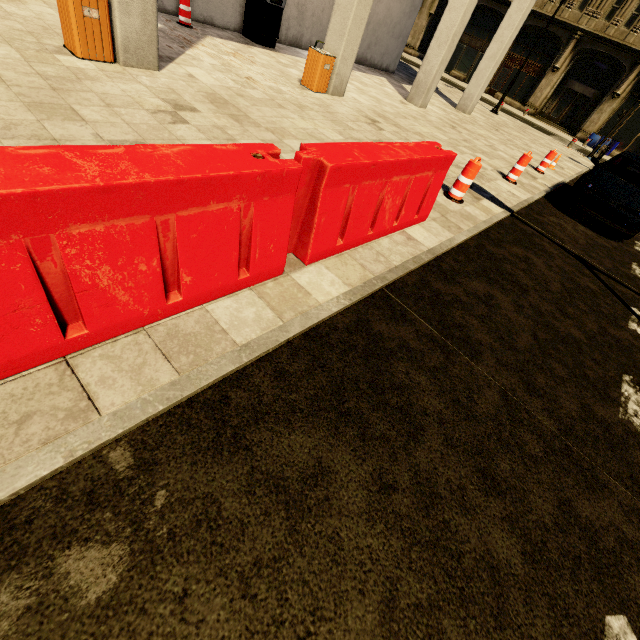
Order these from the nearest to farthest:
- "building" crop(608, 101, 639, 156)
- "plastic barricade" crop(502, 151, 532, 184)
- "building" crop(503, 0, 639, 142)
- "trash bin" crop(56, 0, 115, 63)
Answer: "trash bin" crop(56, 0, 115, 63), "plastic barricade" crop(502, 151, 532, 184), "building" crop(503, 0, 639, 142), "building" crop(608, 101, 639, 156)

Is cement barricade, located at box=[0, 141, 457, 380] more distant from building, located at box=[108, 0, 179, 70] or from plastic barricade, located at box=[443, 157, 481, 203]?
building, located at box=[108, 0, 179, 70]

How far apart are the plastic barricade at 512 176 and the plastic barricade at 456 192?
3.3 meters

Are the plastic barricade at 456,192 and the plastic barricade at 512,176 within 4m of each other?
yes

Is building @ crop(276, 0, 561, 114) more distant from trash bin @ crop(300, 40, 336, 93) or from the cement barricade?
the cement barricade

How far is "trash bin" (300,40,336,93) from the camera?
7.45m

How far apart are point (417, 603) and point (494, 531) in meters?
0.7 m

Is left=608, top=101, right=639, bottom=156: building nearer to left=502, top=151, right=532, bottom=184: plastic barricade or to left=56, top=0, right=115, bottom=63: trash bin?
left=56, top=0, right=115, bottom=63: trash bin
